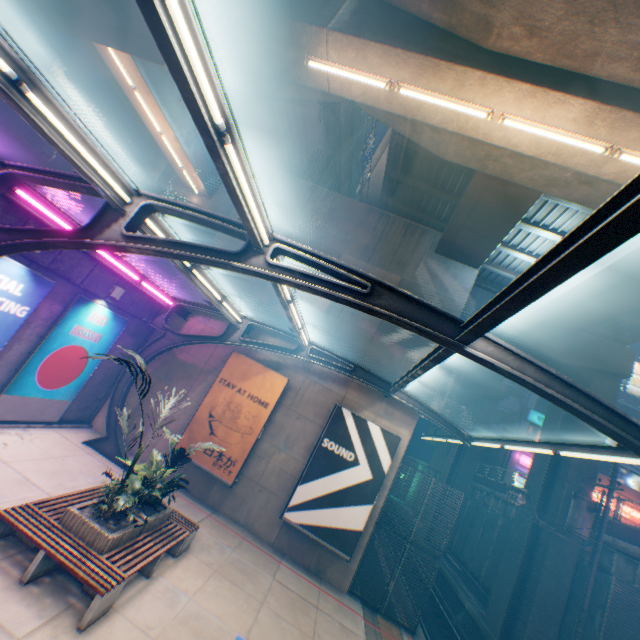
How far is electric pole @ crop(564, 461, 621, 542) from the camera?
13.39m

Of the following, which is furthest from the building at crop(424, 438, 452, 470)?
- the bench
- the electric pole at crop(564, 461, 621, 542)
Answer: the bench

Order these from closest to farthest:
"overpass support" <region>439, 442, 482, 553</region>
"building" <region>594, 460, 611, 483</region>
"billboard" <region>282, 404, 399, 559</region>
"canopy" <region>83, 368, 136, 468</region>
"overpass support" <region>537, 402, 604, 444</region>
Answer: "billboard" <region>282, 404, 399, 559</region> < "canopy" <region>83, 368, 136, 468</region> < "overpass support" <region>537, 402, 604, 444</region> < "overpass support" <region>439, 442, 482, 553</region> < "building" <region>594, 460, 611, 483</region>

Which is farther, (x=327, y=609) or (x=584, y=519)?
(x=584, y=519)

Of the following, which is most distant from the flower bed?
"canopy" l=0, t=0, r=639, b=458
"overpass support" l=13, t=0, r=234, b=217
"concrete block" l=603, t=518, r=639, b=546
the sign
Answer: the sign

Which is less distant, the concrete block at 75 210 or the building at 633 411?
the concrete block at 75 210

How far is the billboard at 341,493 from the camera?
11.0m

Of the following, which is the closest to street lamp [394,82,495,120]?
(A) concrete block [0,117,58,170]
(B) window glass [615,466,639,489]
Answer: (A) concrete block [0,117,58,170]
